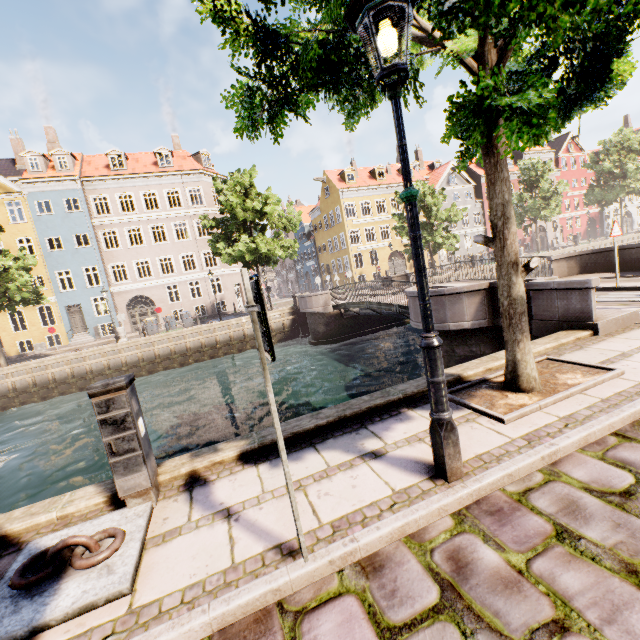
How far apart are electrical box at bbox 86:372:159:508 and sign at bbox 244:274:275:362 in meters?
1.6

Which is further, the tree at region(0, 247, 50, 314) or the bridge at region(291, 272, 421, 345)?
the tree at region(0, 247, 50, 314)

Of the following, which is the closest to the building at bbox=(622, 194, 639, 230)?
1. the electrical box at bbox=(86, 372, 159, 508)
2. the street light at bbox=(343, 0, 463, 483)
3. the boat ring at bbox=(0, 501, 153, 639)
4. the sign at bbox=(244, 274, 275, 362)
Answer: the street light at bbox=(343, 0, 463, 483)

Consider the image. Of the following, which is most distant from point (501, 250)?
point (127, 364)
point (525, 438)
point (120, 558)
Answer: point (127, 364)

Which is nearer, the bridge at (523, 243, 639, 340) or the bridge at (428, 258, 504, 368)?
the bridge at (523, 243, 639, 340)

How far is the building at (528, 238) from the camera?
44.3 meters

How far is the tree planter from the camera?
3.5m

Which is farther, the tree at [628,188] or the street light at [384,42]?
the tree at [628,188]
